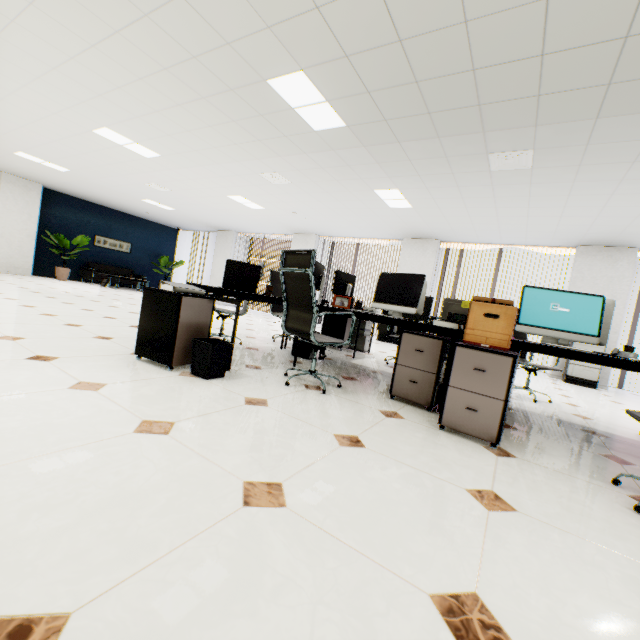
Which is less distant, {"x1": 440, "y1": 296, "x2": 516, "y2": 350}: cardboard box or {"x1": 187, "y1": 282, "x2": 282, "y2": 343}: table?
{"x1": 440, "y1": 296, "x2": 516, "y2": 350}: cardboard box

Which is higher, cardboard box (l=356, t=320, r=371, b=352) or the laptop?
the laptop

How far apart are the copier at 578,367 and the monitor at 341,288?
5.1 meters

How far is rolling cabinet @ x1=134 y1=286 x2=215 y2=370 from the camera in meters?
2.6

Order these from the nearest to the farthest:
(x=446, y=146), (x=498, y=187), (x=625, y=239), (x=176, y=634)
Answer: (x=176, y=634), (x=446, y=146), (x=498, y=187), (x=625, y=239)

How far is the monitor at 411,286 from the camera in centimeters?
343cm

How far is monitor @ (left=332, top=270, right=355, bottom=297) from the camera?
4.62m

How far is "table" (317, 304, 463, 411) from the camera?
2.80m
